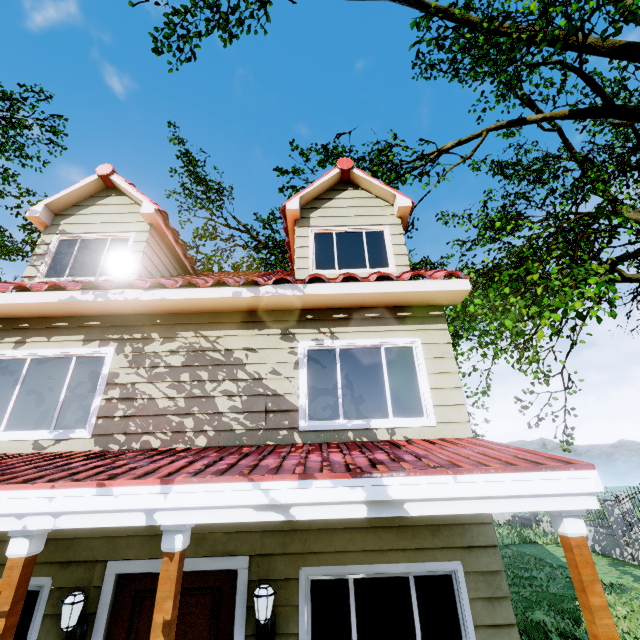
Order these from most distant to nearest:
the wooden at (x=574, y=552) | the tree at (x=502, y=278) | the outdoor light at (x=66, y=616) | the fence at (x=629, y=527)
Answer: the fence at (x=629, y=527)
the tree at (x=502, y=278)
the outdoor light at (x=66, y=616)
the wooden at (x=574, y=552)

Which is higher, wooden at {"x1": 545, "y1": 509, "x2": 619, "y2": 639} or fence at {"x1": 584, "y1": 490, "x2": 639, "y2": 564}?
wooden at {"x1": 545, "y1": 509, "x2": 619, "y2": 639}

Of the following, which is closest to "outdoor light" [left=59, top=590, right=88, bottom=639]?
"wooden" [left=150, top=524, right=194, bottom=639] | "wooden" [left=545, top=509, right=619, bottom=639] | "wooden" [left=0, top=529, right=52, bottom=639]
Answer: Answer: "wooden" [left=0, top=529, right=52, bottom=639]

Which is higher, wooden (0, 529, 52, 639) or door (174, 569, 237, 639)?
wooden (0, 529, 52, 639)

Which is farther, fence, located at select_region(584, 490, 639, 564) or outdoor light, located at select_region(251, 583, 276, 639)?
fence, located at select_region(584, 490, 639, 564)

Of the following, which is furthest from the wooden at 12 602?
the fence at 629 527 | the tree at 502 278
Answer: the tree at 502 278

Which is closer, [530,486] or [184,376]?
[530,486]

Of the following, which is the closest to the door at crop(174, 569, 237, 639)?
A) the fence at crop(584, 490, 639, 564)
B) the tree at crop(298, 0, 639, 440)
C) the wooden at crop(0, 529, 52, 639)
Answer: the wooden at crop(0, 529, 52, 639)
